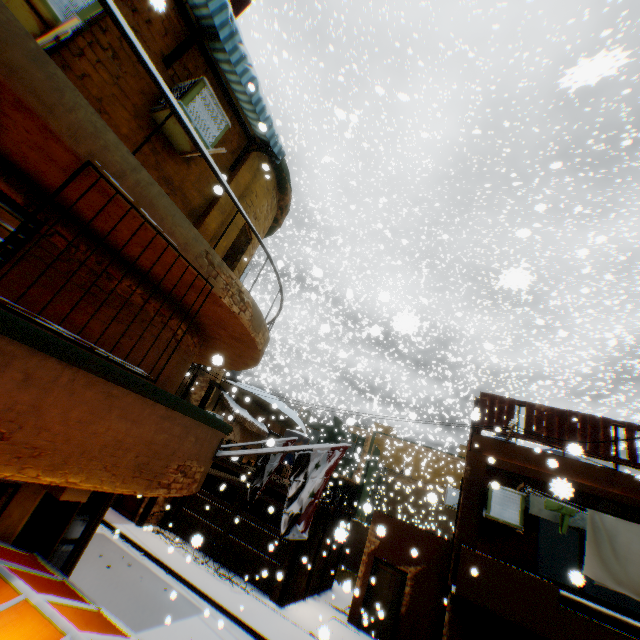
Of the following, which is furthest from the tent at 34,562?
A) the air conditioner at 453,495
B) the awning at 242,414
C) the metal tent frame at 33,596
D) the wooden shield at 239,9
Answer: the air conditioner at 453,495

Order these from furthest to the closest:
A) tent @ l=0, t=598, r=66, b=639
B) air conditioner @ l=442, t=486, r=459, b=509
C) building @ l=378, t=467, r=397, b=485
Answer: building @ l=378, t=467, r=397, b=485 < air conditioner @ l=442, t=486, r=459, b=509 < tent @ l=0, t=598, r=66, b=639

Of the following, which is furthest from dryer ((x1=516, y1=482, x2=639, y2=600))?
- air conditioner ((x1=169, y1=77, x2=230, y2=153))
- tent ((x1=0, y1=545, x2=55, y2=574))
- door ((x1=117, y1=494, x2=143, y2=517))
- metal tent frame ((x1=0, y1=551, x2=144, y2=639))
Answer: door ((x1=117, y1=494, x2=143, y2=517))

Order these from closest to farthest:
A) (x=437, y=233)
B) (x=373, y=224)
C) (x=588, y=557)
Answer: (x=588, y=557), (x=437, y=233), (x=373, y=224)

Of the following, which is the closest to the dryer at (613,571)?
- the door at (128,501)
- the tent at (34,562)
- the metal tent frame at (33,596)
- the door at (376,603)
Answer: the tent at (34,562)

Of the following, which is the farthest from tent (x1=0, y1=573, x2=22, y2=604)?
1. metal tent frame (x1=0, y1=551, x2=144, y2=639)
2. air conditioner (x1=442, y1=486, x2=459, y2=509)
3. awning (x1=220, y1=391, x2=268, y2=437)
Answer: air conditioner (x1=442, y1=486, x2=459, y2=509)

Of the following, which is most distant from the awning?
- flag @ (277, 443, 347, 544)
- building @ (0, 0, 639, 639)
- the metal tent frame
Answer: the metal tent frame
